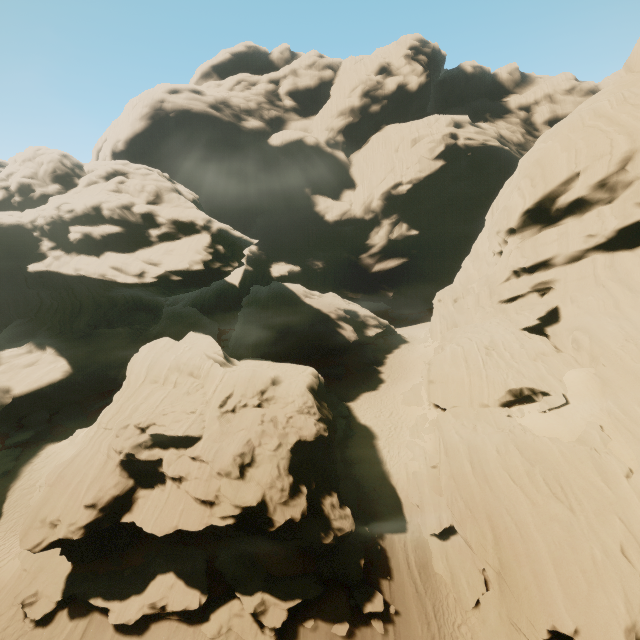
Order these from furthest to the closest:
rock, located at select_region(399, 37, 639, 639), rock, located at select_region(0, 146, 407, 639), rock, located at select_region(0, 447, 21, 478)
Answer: rock, located at select_region(0, 447, 21, 478), rock, located at select_region(0, 146, 407, 639), rock, located at select_region(399, 37, 639, 639)

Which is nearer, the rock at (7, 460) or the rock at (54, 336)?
the rock at (54, 336)

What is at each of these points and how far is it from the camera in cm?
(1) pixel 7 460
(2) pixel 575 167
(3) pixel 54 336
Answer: (1) rock, 2288
(2) rock, 2448
(3) rock, 3350

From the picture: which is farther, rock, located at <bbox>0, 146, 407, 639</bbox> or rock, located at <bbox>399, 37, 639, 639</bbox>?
rock, located at <bbox>0, 146, 407, 639</bbox>

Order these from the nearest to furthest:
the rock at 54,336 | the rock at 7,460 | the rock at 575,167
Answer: the rock at 575,167 < the rock at 54,336 < the rock at 7,460
